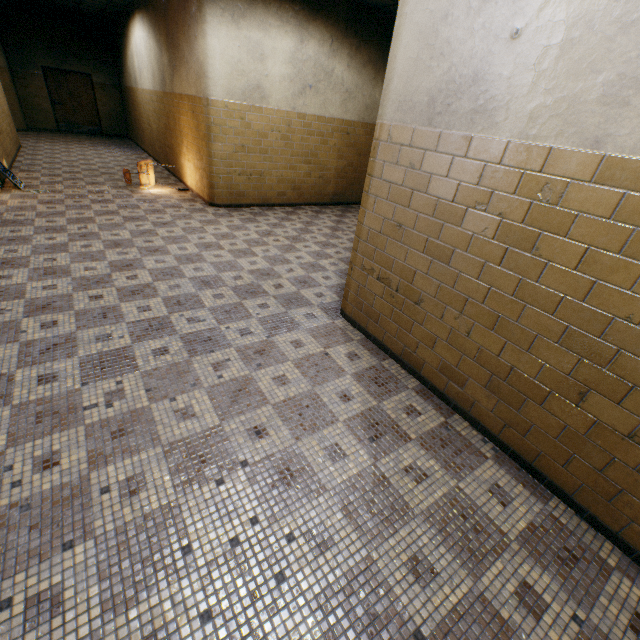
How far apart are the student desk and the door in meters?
9.9

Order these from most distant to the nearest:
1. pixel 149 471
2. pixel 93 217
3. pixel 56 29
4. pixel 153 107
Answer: pixel 56 29 < pixel 153 107 < pixel 93 217 < pixel 149 471

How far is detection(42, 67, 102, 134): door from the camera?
12.84m

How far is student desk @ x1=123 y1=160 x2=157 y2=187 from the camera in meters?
7.2 m

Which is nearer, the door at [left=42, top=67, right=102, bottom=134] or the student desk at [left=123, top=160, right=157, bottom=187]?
the student desk at [left=123, top=160, right=157, bottom=187]

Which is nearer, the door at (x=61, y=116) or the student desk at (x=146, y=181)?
the student desk at (x=146, y=181)

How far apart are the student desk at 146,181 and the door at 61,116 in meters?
9.9 m
